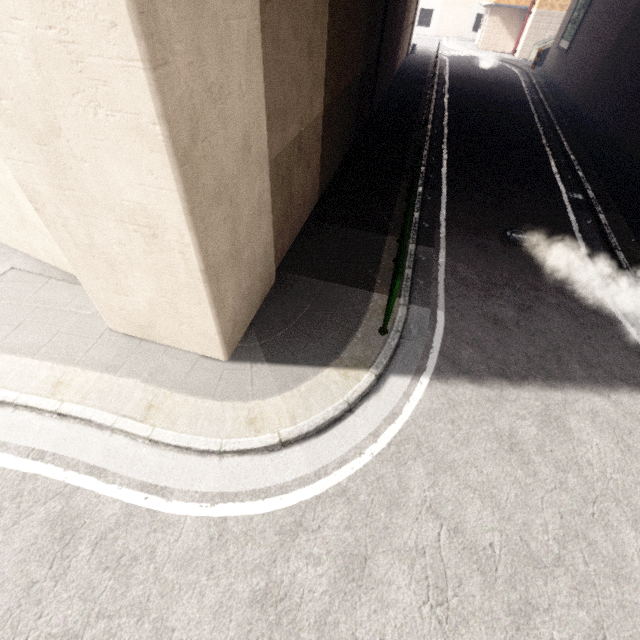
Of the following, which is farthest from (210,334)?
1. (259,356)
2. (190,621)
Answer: (190,621)

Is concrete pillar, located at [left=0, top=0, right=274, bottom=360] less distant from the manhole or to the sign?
the manhole

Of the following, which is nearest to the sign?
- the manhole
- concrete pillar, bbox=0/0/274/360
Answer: concrete pillar, bbox=0/0/274/360

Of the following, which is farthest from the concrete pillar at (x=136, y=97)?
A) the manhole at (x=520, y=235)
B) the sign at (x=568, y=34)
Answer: the sign at (x=568, y=34)

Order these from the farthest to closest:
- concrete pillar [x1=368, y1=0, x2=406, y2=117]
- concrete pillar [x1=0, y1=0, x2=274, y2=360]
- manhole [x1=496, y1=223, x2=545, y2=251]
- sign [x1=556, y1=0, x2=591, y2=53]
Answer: sign [x1=556, y1=0, x2=591, y2=53], concrete pillar [x1=368, y1=0, x2=406, y2=117], manhole [x1=496, y1=223, x2=545, y2=251], concrete pillar [x1=0, y1=0, x2=274, y2=360]

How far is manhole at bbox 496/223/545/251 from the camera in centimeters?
742cm

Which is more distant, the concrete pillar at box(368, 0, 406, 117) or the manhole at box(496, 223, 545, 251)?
the concrete pillar at box(368, 0, 406, 117)

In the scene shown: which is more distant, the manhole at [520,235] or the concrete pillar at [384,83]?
the concrete pillar at [384,83]
